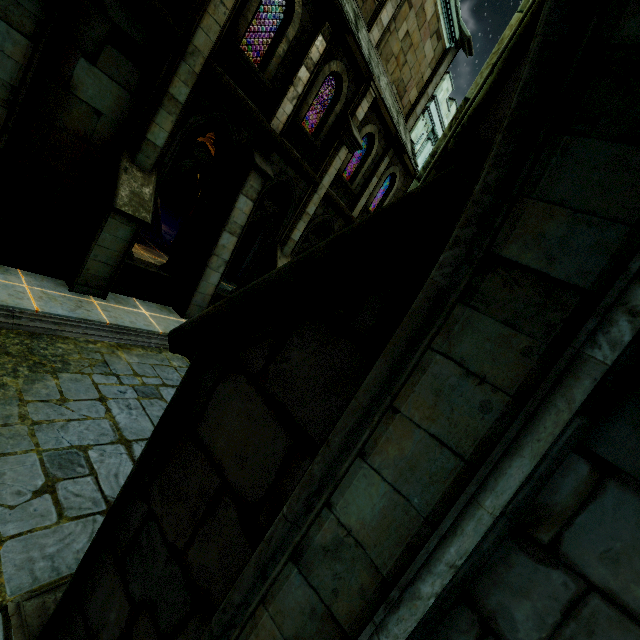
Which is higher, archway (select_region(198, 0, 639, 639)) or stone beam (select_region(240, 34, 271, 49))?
stone beam (select_region(240, 34, 271, 49))

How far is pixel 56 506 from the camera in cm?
311

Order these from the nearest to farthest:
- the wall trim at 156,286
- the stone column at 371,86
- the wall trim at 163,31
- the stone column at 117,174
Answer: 1. the wall trim at 163,31
2. the stone column at 117,174
3. the wall trim at 156,286
4. the stone column at 371,86

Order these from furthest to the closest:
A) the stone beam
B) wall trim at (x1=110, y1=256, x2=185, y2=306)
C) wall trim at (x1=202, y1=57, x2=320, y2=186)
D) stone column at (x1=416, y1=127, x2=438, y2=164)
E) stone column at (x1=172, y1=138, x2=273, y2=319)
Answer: the stone beam < stone column at (x1=416, y1=127, x2=438, y2=164) < stone column at (x1=172, y1=138, x2=273, y2=319) < wall trim at (x1=110, y1=256, x2=185, y2=306) < wall trim at (x1=202, y1=57, x2=320, y2=186)

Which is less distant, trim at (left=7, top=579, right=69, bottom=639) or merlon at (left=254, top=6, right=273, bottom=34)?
trim at (left=7, top=579, right=69, bottom=639)

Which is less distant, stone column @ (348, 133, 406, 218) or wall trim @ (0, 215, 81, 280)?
wall trim @ (0, 215, 81, 280)

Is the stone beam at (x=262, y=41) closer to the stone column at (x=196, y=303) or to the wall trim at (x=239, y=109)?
the wall trim at (x=239, y=109)

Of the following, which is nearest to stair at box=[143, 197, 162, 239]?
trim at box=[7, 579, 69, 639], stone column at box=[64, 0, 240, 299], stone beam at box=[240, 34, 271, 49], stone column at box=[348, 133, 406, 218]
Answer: stone column at box=[64, 0, 240, 299]
